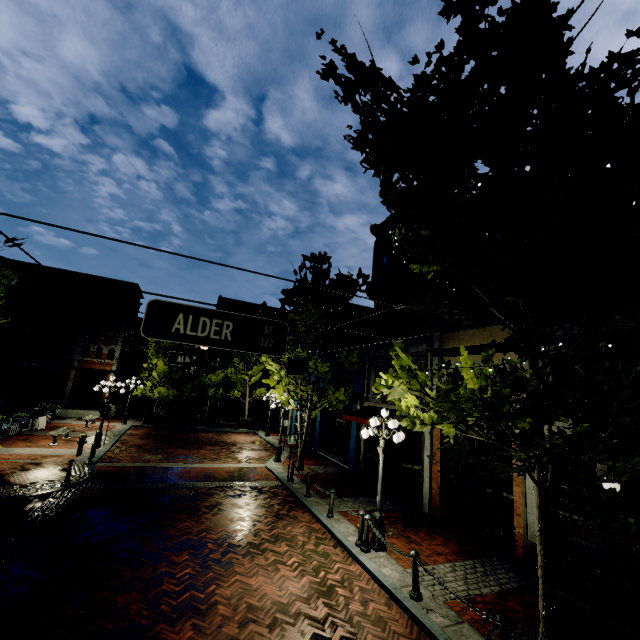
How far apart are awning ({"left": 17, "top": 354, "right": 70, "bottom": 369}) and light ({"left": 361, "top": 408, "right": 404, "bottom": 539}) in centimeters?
2836cm

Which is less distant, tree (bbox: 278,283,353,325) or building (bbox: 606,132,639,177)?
building (bbox: 606,132,639,177)

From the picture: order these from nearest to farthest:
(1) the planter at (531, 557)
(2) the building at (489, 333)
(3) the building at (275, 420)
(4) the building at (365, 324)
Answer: (1) the planter at (531, 557), (2) the building at (489, 333), (4) the building at (365, 324), (3) the building at (275, 420)

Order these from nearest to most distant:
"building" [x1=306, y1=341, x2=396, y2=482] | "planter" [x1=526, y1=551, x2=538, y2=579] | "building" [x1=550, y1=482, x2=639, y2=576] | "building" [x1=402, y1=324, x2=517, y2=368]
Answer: "building" [x1=550, y1=482, x2=639, y2=576] → "planter" [x1=526, y1=551, x2=538, y2=579] → "building" [x1=402, y1=324, x2=517, y2=368] → "building" [x1=306, y1=341, x2=396, y2=482]

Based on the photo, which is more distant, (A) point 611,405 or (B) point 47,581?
(B) point 47,581

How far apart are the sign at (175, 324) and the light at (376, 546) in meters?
5.8 m

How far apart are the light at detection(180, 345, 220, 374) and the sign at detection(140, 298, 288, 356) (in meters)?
4.26

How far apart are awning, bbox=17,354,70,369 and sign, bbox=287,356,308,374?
26.47m
